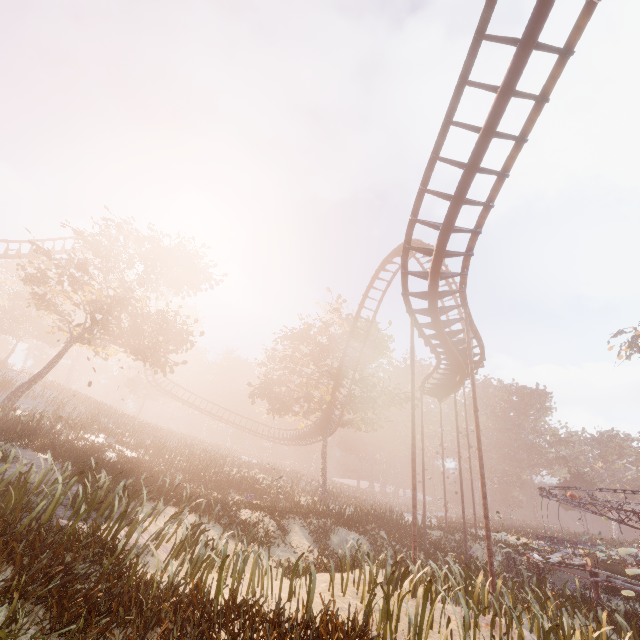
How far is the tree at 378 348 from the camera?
30.14m

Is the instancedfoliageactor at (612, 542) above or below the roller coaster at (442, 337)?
below

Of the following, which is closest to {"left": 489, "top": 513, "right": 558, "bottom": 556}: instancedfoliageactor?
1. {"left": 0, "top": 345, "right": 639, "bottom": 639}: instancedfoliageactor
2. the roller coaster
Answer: the roller coaster

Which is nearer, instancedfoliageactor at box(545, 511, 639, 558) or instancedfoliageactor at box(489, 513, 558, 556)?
instancedfoliageactor at box(545, 511, 639, 558)

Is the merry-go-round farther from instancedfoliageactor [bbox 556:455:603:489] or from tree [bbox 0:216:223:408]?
tree [bbox 0:216:223:408]

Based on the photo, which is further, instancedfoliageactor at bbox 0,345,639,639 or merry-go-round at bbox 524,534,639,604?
merry-go-round at bbox 524,534,639,604

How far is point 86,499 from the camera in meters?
8.7 m

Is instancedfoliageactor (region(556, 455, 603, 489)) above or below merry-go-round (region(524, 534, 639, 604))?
above
